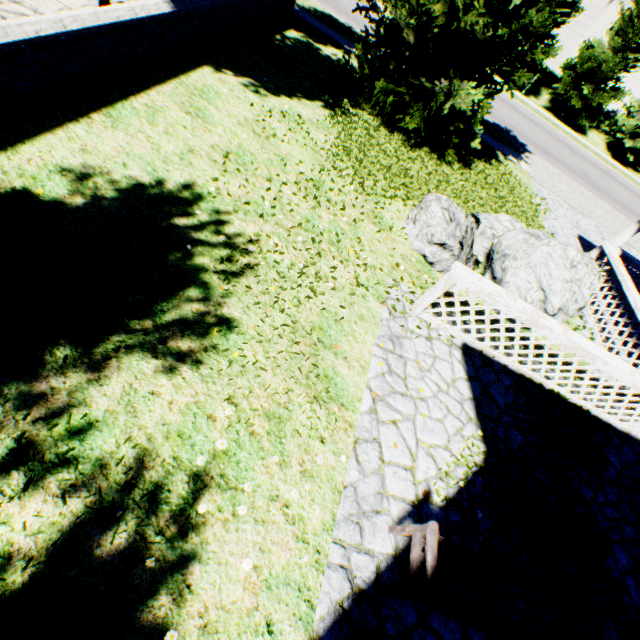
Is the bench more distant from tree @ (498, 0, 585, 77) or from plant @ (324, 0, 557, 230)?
plant @ (324, 0, 557, 230)

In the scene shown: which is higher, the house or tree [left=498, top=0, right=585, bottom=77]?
tree [left=498, top=0, right=585, bottom=77]

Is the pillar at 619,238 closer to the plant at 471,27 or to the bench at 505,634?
the plant at 471,27

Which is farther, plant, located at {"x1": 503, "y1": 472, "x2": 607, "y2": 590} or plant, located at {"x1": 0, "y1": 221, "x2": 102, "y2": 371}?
plant, located at {"x1": 503, "y1": 472, "x2": 607, "y2": 590}

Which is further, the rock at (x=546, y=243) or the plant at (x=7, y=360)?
the rock at (x=546, y=243)

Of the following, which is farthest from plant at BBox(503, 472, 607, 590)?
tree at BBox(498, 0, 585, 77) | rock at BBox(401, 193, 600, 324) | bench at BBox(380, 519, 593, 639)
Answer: bench at BBox(380, 519, 593, 639)

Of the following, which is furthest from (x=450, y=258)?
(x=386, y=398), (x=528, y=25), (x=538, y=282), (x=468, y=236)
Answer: (x=528, y=25)

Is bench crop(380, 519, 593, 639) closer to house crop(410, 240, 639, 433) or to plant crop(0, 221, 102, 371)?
house crop(410, 240, 639, 433)
